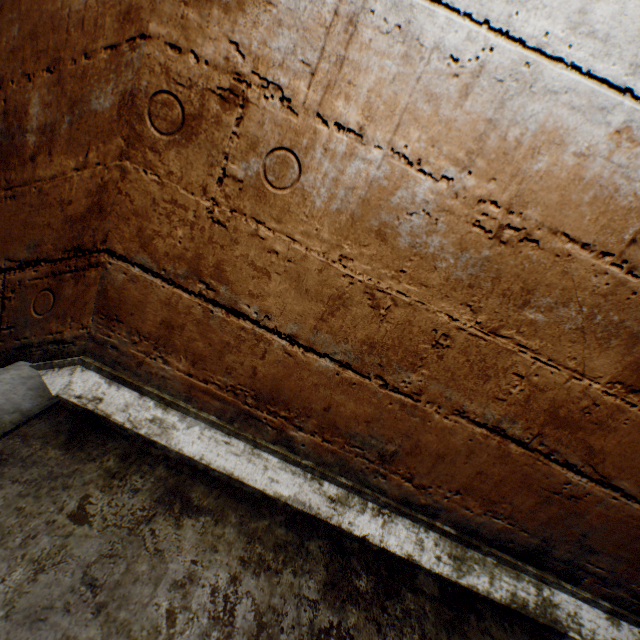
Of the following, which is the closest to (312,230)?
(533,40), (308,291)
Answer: (308,291)
